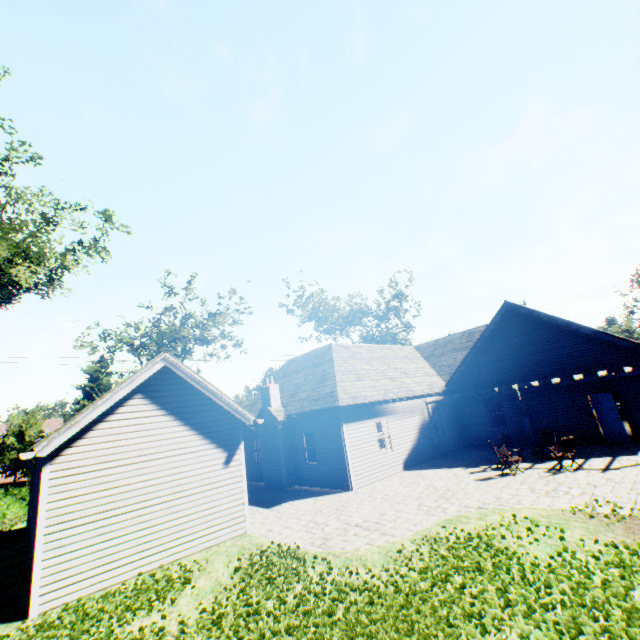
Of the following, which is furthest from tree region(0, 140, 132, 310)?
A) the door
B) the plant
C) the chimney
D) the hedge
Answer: the door

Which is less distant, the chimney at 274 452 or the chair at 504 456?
the chair at 504 456

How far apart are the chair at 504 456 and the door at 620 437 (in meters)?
5.45

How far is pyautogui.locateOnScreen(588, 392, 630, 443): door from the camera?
14.2 meters

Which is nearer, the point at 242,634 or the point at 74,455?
the point at 242,634

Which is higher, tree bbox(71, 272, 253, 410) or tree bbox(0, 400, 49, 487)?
tree bbox(71, 272, 253, 410)

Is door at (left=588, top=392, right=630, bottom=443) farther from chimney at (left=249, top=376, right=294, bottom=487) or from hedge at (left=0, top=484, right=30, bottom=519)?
hedge at (left=0, top=484, right=30, bottom=519)

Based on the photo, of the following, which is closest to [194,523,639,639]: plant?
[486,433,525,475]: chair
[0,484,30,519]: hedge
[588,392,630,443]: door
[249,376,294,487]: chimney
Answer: [486,433,525,475]: chair
